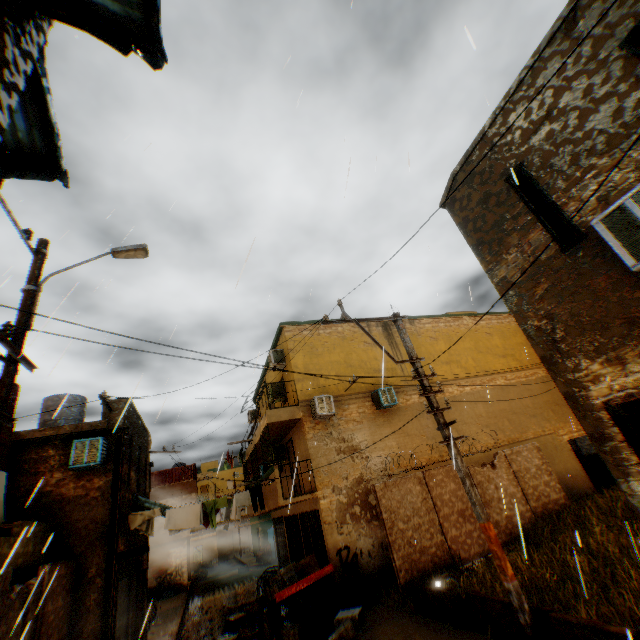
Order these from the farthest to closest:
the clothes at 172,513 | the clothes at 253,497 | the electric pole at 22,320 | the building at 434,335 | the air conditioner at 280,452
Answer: the building at 434,335, the air conditioner at 280,452, the clothes at 253,497, the clothes at 172,513, the electric pole at 22,320

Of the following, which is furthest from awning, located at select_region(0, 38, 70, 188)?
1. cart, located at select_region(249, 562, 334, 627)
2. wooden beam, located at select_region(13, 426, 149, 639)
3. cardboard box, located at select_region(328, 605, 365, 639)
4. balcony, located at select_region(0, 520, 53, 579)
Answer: cardboard box, located at select_region(328, 605, 365, 639)

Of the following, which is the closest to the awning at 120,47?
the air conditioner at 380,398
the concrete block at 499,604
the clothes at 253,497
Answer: the clothes at 253,497

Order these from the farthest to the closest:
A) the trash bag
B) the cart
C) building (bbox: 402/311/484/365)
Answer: building (bbox: 402/311/484/365), the trash bag, the cart

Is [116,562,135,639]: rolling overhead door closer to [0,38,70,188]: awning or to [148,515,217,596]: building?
[148,515,217,596]: building

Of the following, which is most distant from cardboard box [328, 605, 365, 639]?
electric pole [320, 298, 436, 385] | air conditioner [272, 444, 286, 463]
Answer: air conditioner [272, 444, 286, 463]

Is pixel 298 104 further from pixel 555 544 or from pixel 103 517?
pixel 555 544

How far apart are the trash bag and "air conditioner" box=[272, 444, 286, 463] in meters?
5.9 m
